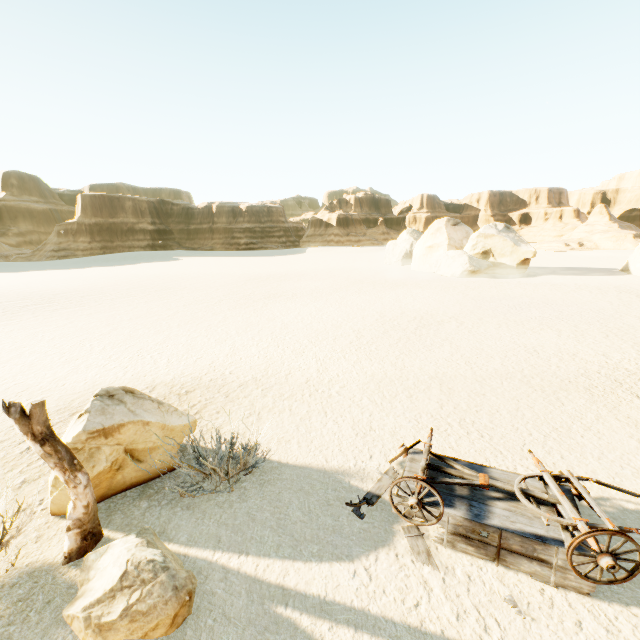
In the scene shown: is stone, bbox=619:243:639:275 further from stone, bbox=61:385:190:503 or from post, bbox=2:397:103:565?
post, bbox=2:397:103:565

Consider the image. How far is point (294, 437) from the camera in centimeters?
681cm

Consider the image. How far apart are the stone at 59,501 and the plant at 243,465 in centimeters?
83cm

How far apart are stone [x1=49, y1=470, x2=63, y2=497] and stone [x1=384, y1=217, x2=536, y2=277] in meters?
31.8 m

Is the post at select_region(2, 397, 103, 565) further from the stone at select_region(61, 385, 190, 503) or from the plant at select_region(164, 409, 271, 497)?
the plant at select_region(164, 409, 271, 497)

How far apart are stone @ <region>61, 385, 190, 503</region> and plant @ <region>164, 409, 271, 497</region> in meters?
0.8 m

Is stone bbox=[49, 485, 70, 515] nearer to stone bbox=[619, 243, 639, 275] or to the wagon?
the wagon

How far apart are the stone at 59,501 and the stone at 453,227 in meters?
31.8
